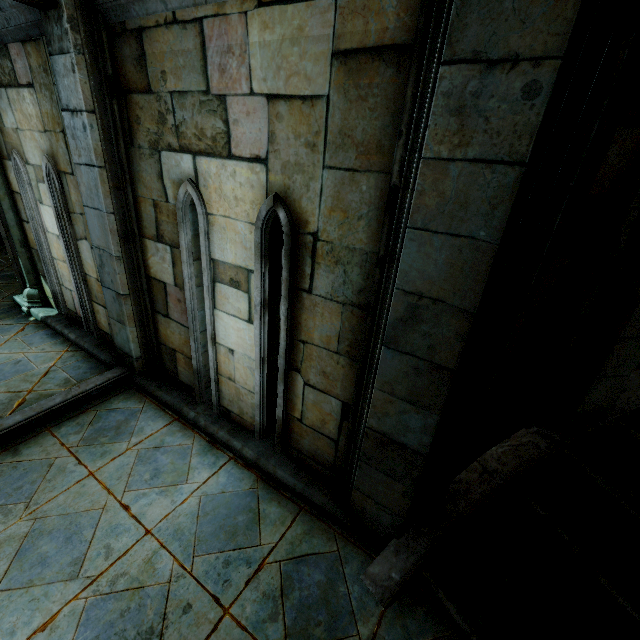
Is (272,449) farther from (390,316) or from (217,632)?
(390,316)
